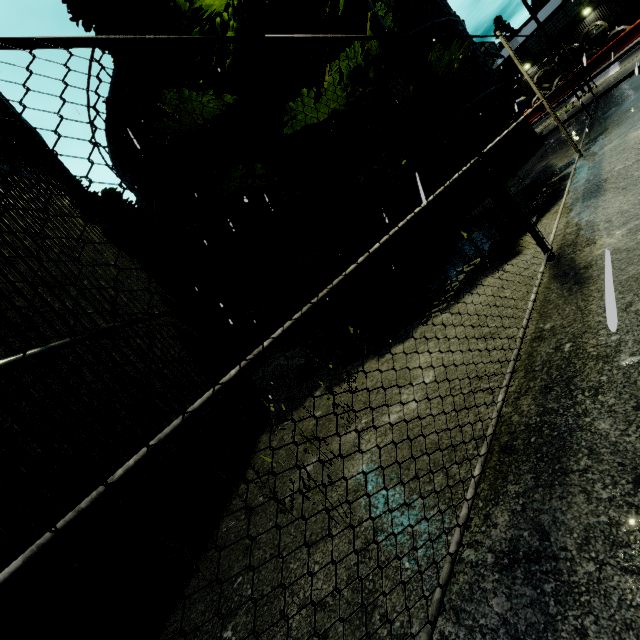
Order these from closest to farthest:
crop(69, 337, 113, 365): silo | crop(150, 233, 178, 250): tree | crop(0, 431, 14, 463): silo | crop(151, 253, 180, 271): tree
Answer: crop(0, 431, 14, 463): silo → crop(69, 337, 113, 365): silo → crop(151, 253, 180, 271): tree → crop(150, 233, 178, 250): tree

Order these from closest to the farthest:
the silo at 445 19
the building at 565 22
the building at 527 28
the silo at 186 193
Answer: the silo at 445 19 < the silo at 186 193 < the building at 565 22 < the building at 527 28

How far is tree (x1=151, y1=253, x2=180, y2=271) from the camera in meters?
15.8 m

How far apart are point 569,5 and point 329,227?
50.0m

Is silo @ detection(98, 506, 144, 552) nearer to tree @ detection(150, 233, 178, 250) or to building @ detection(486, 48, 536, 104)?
tree @ detection(150, 233, 178, 250)

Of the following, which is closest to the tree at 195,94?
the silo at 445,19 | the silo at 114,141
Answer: the silo at 445,19

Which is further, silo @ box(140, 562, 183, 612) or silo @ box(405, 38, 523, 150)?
silo @ box(405, 38, 523, 150)

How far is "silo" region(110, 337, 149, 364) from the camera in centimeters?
443cm
